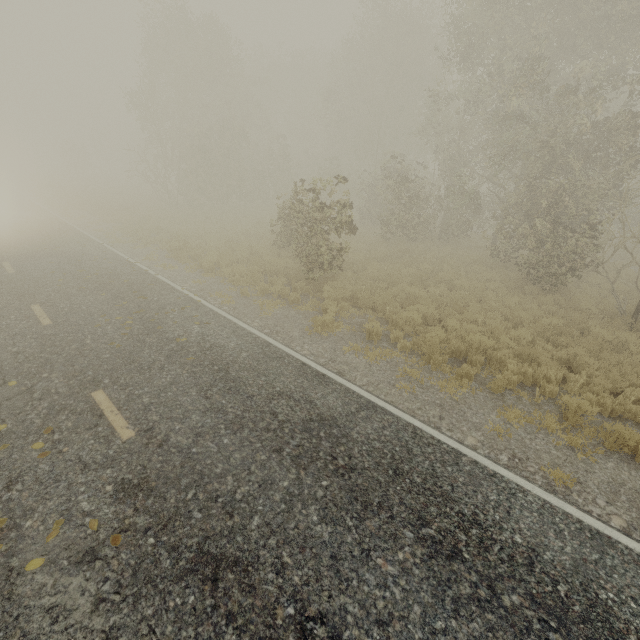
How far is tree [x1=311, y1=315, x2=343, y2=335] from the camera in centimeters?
873cm

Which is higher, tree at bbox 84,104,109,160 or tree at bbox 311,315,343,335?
tree at bbox 84,104,109,160

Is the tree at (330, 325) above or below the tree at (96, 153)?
below

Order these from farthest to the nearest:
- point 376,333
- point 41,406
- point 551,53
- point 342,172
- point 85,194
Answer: point 342,172 → point 85,194 → point 551,53 → point 376,333 → point 41,406

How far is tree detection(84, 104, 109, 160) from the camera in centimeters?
4878cm

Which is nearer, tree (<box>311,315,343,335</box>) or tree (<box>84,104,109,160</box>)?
tree (<box>311,315,343,335</box>)

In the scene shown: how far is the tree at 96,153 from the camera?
48.78m
